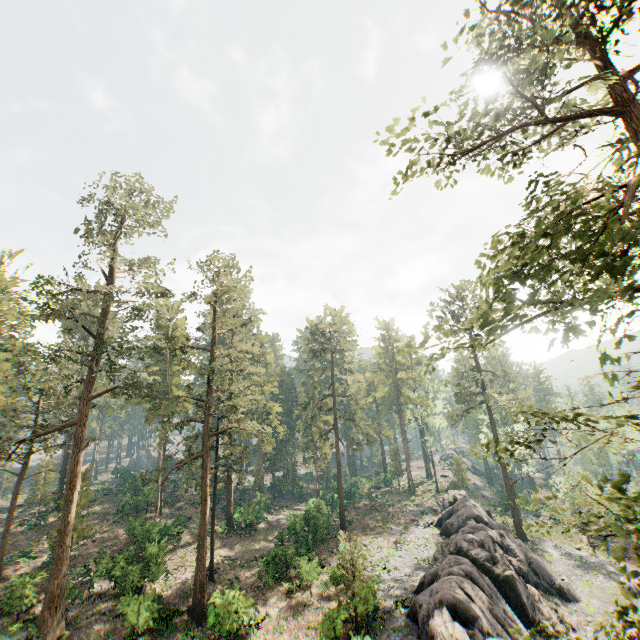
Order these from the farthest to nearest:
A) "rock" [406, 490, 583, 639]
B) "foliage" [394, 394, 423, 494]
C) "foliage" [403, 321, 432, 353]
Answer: "foliage" [394, 394, 423, 494], "rock" [406, 490, 583, 639], "foliage" [403, 321, 432, 353]

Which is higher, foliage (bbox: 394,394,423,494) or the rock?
foliage (bbox: 394,394,423,494)

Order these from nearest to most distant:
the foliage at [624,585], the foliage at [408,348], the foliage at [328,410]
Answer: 1. the foliage at [624,585]
2. the foliage at [408,348]
3. the foliage at [328,410]

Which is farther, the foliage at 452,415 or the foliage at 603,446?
the foliage at 452,415

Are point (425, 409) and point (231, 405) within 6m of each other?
no

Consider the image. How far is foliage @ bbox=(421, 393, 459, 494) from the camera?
47.9 meters
